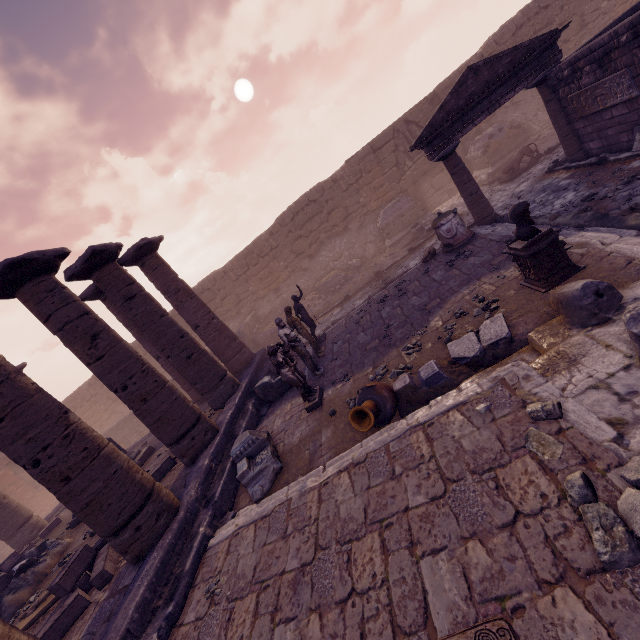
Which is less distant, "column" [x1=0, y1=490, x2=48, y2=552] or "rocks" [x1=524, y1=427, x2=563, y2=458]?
"rocks" [x1=524, y1=427, x2=563, y2=458]

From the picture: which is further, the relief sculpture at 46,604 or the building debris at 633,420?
the relief sculpture at 46,604

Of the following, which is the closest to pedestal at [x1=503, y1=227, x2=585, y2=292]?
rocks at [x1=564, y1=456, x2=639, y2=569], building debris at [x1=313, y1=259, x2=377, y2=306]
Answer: rocks at [x1=564, y1=456, x2=639, y2=569]

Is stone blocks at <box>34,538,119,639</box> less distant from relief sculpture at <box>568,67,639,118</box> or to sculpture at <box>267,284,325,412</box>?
sculpture at <box>267,284,325,412</box>

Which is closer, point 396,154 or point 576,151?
point 576,151

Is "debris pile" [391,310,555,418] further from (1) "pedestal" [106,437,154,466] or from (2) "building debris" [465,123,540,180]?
(2) "building debris" [465,123,540,180]

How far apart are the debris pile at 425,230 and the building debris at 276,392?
8.5 meters

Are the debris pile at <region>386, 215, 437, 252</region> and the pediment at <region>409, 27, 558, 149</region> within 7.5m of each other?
yes
